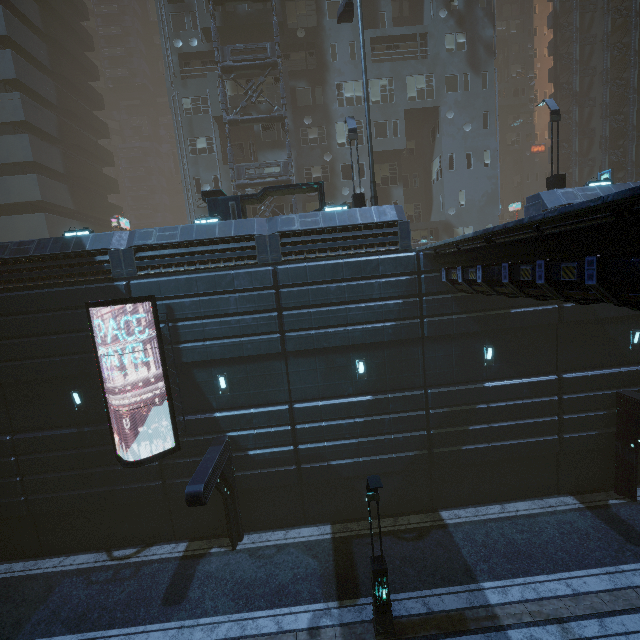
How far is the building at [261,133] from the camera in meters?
24.4

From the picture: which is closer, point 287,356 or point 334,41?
point 287,356

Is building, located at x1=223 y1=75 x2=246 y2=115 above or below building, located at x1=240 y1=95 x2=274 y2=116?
above

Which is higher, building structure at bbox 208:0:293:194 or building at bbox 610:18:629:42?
building at bbox 610:18:629:42

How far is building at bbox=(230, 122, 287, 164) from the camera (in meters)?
24.41

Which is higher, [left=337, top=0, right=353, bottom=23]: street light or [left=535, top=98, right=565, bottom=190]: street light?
[left=337, top=0, right=353, bottom=23]: street light

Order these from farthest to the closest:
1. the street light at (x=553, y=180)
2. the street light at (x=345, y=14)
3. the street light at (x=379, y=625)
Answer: the street light at (x=345, y=14) < the street light at (x=553, y=180) < the street light at (x=379, y=625)
